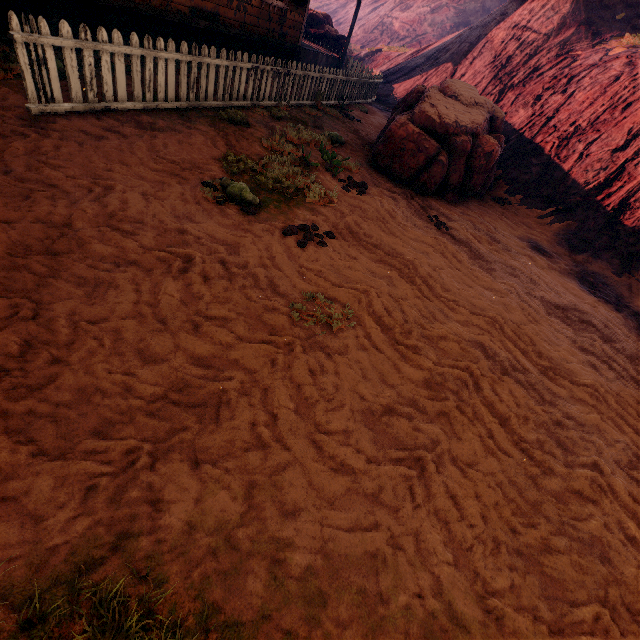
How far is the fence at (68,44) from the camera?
4.0m

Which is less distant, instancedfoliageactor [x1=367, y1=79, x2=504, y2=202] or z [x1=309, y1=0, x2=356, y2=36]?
instancedfoliageactor [x1=367, y1=79, x2=504, y2=202]

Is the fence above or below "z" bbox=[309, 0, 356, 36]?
below

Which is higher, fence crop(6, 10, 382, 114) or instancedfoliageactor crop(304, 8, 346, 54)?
instancedfoliageactor crop(304, 8, 346, 54)

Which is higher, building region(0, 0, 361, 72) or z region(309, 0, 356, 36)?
z region(309, 0, 356, 36)

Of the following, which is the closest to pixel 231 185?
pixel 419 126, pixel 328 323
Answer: pixel 328 323

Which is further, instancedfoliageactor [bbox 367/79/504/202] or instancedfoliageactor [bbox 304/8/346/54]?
instancedfoliageactor [bbox 304/8/346/54]

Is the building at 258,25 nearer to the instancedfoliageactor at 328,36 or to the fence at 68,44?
the fence at 68,44
